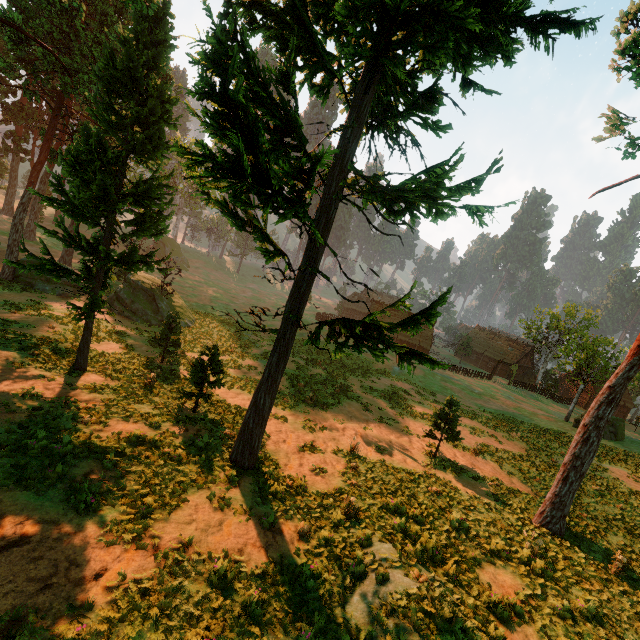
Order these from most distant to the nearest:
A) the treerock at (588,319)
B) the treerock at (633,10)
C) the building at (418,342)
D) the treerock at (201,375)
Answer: the building at (418,342) < the treerock at (201,375) < the treerock at (588,319) < the treerock at (633,10)

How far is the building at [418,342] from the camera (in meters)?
57.31

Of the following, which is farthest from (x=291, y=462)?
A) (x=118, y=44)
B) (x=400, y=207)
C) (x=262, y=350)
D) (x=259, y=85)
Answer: (x=118, y=44)

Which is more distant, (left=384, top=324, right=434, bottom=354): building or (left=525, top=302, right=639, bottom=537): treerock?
(left=384, top=324, right=434, bottom=354): building

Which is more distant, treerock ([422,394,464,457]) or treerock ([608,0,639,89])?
treerock ([422,394,464,457])

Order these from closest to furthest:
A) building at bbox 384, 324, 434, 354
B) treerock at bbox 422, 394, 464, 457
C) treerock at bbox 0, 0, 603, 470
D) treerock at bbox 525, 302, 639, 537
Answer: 1. treerock at bbox 0, 0, 603, 470
2. treerock at bbox 525, 302, 639, 537
3. treerock at bbox 422, 394, 464, 457
4. building at bbox 384, 324, 434, 354

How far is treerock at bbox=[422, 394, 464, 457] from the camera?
17.2m
